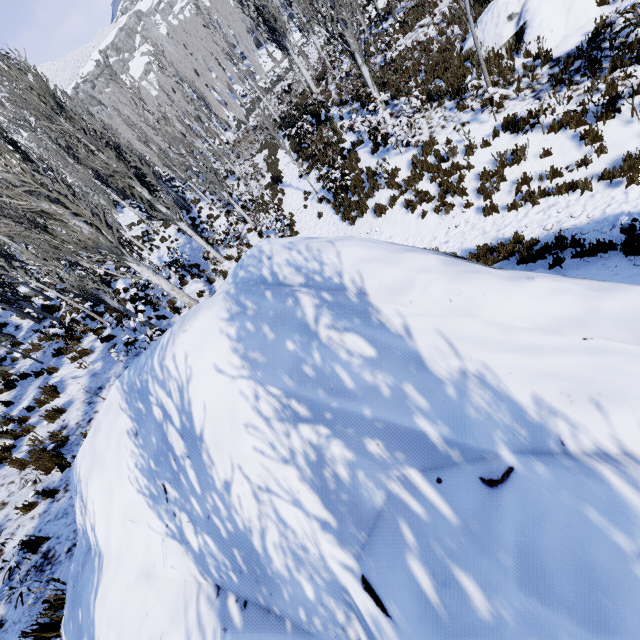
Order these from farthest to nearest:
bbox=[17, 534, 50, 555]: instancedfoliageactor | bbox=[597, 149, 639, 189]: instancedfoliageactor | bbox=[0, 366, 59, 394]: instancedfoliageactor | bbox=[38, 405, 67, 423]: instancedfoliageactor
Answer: bbox=[0, 366, 59, 394]: instancedfoliageactor
bbox=[38, 405, 67, 423]: instancedfoliageactor
bbox=[597, 149, 639, 189]: instancedfoliageactor
bbox=[17, 534, 50, 555]: instancedfoliageactor

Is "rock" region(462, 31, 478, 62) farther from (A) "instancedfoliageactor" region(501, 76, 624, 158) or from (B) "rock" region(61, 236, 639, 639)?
(B) "rock" region(61, 236, 639, 639)

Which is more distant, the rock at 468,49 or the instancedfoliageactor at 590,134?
the rock at 468,49

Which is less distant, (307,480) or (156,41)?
(307,480)

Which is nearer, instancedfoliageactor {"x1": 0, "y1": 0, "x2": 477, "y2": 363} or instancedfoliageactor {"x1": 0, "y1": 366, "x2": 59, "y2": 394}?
instancedfoliageactor {"x1": 0, "y1": 0, "x2": 477, "y2": 363}

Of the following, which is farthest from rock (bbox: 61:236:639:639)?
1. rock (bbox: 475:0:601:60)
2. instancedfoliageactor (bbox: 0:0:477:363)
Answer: rock (bbox: 475:0:601:60)

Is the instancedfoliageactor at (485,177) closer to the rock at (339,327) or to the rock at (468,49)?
the rock at (339,327)
